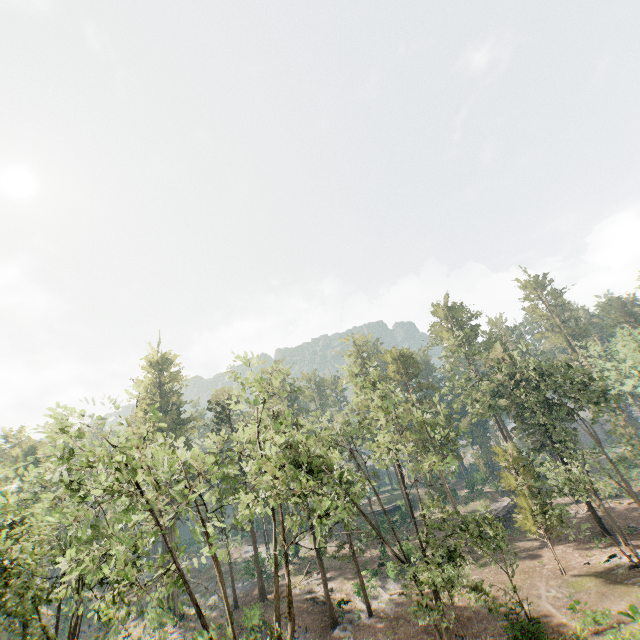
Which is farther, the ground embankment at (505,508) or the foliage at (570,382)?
the ground embankment at (505,508)

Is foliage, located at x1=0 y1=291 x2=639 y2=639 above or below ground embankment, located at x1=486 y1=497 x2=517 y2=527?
above

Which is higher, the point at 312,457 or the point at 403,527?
the point at 312,457

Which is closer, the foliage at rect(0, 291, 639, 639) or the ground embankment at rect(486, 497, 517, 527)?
the foliage at rect(0, 291, 639, 639)

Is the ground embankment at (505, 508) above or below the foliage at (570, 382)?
below

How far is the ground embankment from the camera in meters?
43.5 m
